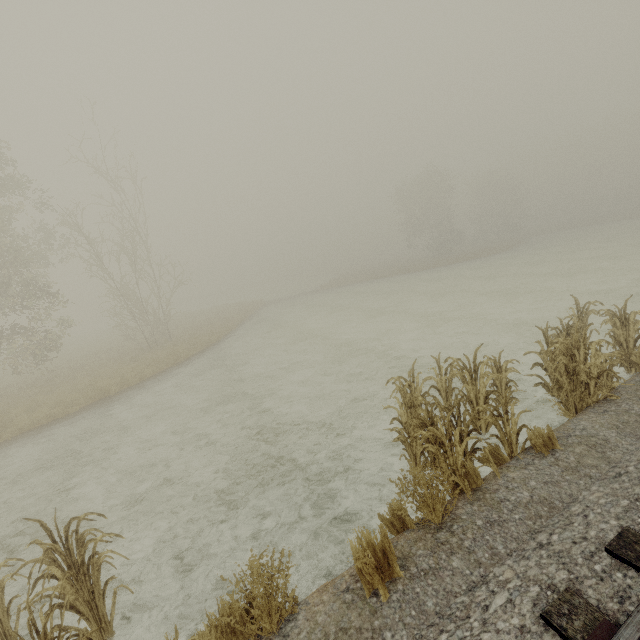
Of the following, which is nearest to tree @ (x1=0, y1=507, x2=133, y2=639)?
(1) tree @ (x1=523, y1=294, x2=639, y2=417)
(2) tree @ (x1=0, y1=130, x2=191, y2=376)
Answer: (1) tree @ (x1=523, y1=294, x2=639, y2=417)

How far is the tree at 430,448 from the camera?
4.5 meters

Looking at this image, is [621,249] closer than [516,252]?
Yes

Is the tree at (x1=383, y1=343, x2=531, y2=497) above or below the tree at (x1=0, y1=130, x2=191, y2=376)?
below

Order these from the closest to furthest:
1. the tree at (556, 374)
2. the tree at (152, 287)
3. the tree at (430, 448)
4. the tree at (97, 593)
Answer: the tree at (97, 593)
the tree at (430, 448)
the tree at (556, 374)
the tree at (152, 287)
